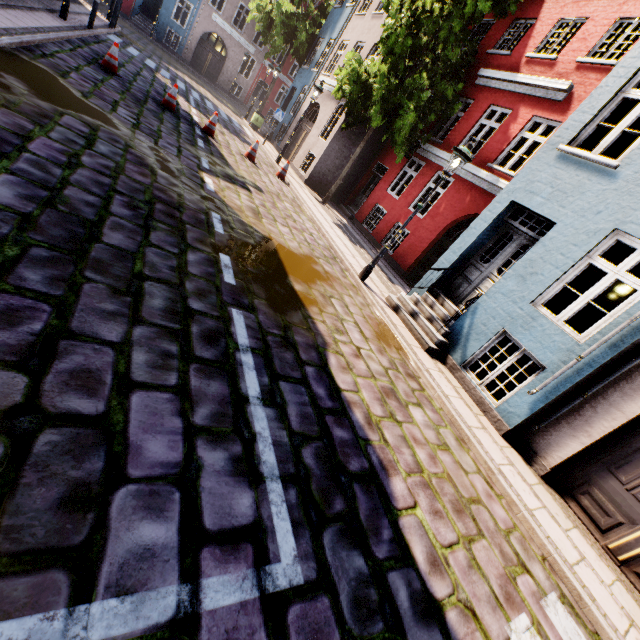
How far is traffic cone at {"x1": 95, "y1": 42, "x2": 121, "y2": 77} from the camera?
9.1 meters

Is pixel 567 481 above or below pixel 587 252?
below

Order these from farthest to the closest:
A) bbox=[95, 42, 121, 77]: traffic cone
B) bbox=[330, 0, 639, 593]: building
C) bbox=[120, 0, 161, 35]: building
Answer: bbox=[120, 0, 161, 35]: building
bbox=[95, 42, 121, 77]: traffic cone
bbox=[330, 0, 639, 593]: building

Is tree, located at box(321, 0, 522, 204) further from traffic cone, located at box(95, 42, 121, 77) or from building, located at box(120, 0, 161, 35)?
traffic cone, located at box(95, 42, 121, 77)

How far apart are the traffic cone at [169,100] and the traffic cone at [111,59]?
1.10m

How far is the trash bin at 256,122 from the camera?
20.0 meters

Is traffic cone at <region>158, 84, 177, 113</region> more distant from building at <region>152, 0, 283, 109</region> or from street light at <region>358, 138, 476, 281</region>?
street light at <region>358, 138, 476, 281</region>

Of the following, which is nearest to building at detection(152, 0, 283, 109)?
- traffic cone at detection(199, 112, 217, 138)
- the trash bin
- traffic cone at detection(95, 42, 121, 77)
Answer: the trash bin
